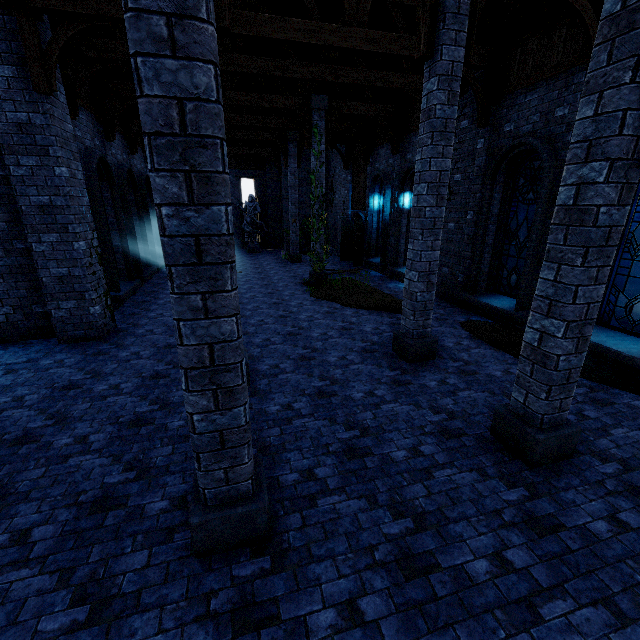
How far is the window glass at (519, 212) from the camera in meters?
8.2

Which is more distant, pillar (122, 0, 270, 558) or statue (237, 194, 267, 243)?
statue (237, 194, 267, 243)

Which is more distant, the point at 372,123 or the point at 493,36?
the point at 372,123

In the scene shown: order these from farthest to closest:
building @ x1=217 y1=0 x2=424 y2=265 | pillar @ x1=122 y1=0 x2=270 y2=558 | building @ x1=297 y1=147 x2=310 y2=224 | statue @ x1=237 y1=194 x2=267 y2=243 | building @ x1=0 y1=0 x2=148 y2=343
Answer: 1. statue @ x1=237 y1=194 x2=267 y2=243
2. building @ x1=297 y1=147 x2=310 y2=224
3. building @ x1=217 y1=0 x2=424 y2=265
4. building @ x1=0 y1=0 x2=148 y2=343
5. pillar @ x1=122 y1=0 x2=270 y2=558

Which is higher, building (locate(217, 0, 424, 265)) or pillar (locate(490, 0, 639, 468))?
building (locate(217, 0, 424, 265))

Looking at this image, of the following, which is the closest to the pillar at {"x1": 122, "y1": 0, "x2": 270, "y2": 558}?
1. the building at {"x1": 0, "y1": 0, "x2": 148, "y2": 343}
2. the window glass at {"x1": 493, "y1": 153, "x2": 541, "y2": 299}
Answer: the building at {"x1": 0, "y1": 0, "x2": 148, "y2": 343}

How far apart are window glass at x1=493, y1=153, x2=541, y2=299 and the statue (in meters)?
17.51

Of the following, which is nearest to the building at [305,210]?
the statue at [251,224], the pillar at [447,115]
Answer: the pillar at [447,115]
